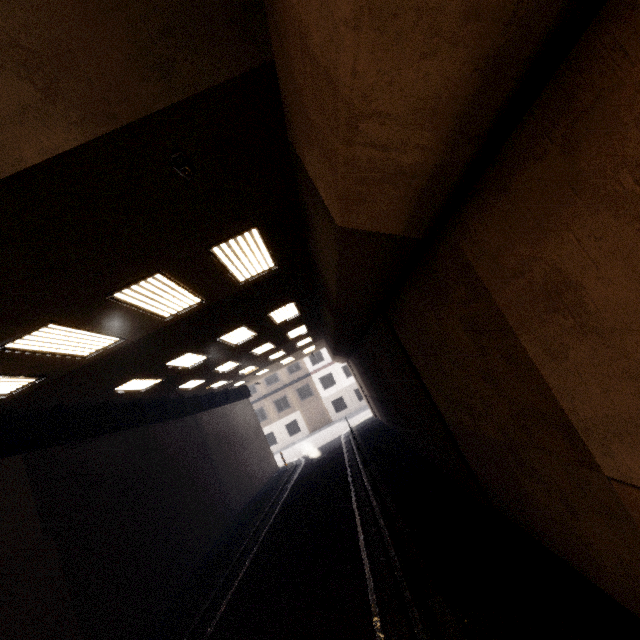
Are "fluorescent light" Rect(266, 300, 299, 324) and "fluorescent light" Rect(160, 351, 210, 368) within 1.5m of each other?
no

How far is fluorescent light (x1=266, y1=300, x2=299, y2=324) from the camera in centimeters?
1071cm

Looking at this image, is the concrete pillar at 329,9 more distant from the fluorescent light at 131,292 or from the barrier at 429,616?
the fluorescent light at 131,292

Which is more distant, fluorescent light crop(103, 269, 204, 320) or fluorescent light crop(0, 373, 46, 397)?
fluorescent light crop(0, 373, 46, 397)

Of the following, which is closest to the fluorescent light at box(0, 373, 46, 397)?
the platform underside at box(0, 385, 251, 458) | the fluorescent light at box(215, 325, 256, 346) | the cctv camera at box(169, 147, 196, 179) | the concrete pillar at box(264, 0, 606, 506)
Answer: the platform underside at box(0, 385, 251, 458)

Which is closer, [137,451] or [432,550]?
[432,550]

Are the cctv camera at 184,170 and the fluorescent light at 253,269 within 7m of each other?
yes

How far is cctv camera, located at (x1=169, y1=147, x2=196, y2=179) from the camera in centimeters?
335cm
